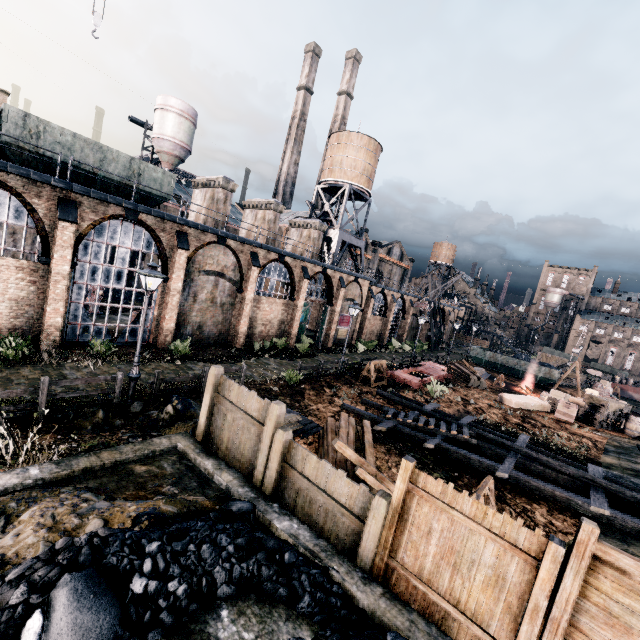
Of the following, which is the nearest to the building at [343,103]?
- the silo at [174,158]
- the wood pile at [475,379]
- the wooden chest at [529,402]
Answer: the silo at [174,158]

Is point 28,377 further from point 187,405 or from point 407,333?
point 407,333

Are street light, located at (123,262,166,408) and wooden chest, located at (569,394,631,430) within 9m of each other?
no

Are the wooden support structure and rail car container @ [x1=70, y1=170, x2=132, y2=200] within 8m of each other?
no

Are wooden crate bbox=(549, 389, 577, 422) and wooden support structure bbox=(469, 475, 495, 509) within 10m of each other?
no

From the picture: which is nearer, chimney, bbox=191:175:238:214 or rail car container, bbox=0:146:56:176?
rail car container, bbox=0:146:56:176

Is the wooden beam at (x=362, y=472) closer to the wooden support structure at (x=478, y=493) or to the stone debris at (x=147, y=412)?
the wooden support structure at (x=478, y=493)

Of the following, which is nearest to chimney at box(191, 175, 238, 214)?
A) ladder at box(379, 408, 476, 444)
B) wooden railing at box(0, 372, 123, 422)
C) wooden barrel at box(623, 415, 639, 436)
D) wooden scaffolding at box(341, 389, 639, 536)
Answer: wooden railing at box(0, 372, 123, 422)
